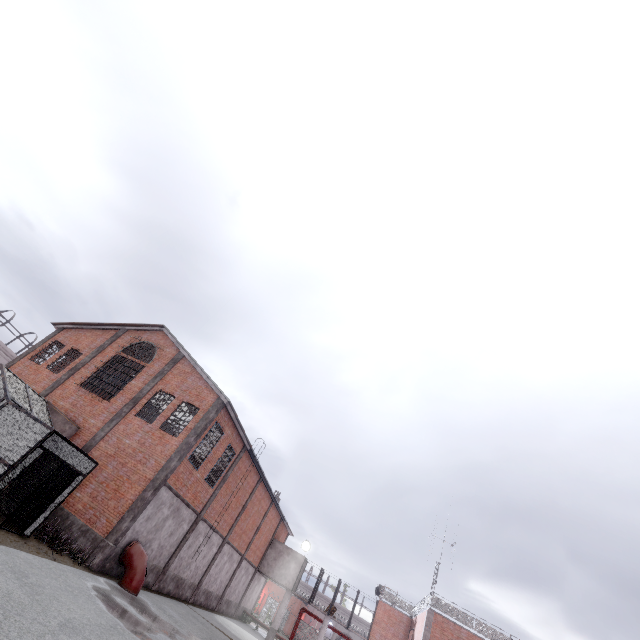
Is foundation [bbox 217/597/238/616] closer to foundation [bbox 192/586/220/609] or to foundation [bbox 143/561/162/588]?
foundation [bbox 192/586/220/609]

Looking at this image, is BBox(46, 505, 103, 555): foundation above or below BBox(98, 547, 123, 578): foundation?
above

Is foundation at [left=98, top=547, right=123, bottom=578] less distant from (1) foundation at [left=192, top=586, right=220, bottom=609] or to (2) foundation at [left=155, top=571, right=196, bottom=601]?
(2) foundation at [left=155, top=571, right=196, bottom=601]

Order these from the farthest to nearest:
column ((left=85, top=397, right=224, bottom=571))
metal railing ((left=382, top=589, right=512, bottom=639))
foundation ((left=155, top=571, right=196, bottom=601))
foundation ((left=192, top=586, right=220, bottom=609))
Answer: foundation ((left=192, top=586, right=220, bottom=609)), metal railing ((left=382, top=589, right=512, bottom=639)), foundation ((left=155, top=571, right=196, bottom=601)), column ((left=85, top=397, right=224, bottom=571))

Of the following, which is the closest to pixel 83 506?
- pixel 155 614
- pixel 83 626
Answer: pixel 155 614

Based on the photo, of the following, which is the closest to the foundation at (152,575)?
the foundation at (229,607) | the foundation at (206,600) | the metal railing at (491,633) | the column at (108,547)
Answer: the column at (108,547)

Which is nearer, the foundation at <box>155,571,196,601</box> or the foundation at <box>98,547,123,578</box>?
the foundation at <box>98,547,123,578</box>

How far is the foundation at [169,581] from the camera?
18.7m
